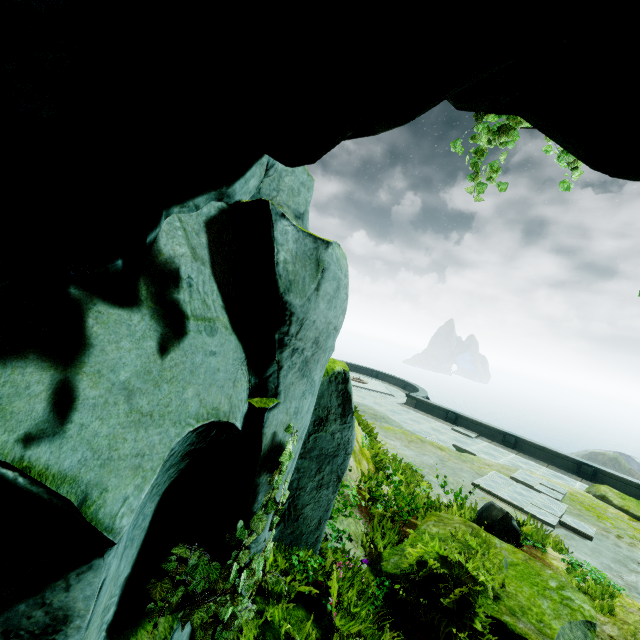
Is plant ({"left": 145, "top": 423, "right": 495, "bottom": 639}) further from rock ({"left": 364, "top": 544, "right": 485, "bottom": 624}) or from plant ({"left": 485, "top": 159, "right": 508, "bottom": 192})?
plant ({"left": 485, "top": 159, "right": 508, "bottom": 192})

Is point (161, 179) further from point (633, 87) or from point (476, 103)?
point (476, 103)

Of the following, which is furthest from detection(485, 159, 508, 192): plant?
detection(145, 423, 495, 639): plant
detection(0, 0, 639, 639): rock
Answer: detection(145, 423, 495, 639): plant

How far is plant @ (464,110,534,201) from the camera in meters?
3.5

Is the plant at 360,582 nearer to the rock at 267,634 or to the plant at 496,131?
the rock at 267,634

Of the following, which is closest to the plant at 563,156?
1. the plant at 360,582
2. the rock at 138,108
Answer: the rock at 138,108
